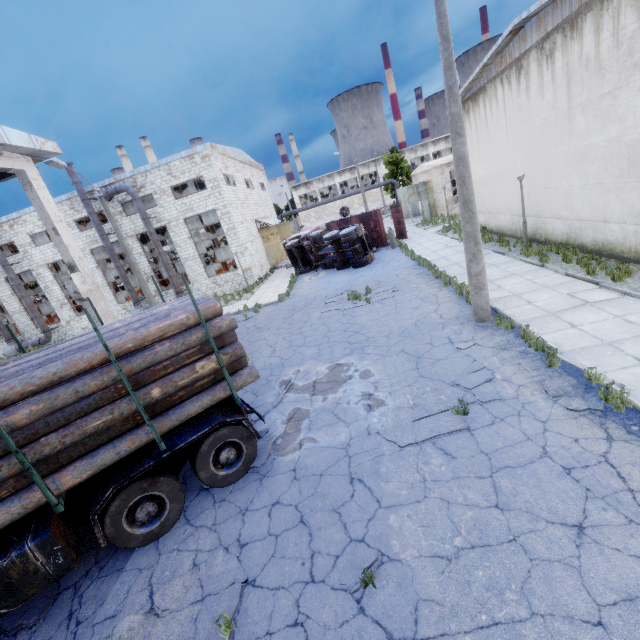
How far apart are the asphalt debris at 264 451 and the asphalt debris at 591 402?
5.7 meters

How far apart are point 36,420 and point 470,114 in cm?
2374

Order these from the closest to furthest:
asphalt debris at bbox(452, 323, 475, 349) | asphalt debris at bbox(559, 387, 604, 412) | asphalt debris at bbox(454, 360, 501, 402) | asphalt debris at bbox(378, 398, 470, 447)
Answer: asphalt debris at bbox(559, 387, 604, 412), asphalt debris at bbox(378, 398, 470, 447), asphalt debris at bbox(454, 360, 501, 402), asphalt debris at bbox(452, 323, 475, 349)

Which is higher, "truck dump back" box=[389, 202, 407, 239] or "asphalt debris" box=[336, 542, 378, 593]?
"truck dump back" box=[389, 202, 407, 239]

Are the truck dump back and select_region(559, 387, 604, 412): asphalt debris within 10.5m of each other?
no

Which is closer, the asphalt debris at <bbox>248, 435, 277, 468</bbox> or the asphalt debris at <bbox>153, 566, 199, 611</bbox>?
the asphalt debris at <bbox>153, 566, 199, 611</bbox>

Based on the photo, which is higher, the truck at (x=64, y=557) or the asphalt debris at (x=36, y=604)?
the truck at (x=64, y=557)

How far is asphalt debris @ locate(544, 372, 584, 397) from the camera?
6.2m
